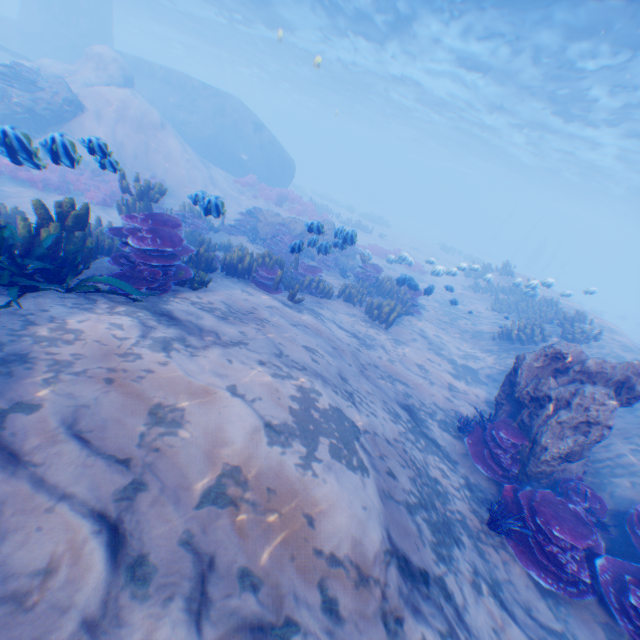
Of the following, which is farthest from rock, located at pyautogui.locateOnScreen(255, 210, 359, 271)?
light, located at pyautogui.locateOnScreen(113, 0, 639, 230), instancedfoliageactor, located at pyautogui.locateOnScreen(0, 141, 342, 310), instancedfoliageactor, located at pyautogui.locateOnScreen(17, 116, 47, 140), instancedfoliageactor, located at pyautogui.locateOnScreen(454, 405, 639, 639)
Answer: light, located at pyautogui.locateOnScreen(113, 0, 639, 230)

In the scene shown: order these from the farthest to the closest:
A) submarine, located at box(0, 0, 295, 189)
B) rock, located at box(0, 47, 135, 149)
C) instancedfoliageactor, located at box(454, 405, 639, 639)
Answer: submarine, located at box(0, 0, 295, 189), rock, located at box(0, 47, 135, 149), instancedfoliageactor, located at box(454, 405, 639, 639)

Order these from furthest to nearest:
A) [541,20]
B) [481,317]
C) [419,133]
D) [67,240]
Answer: [419,133], [481,317], [541,20], [67,240]

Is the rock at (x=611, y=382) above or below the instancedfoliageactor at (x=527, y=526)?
above

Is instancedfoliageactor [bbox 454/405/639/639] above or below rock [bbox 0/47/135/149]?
below

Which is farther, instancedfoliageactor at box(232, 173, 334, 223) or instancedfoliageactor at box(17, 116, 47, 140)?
instancedfoliageactor at box(232, 173, 334, 223)

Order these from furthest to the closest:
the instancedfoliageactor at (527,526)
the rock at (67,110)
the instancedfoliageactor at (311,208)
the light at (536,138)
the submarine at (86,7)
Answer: the submarine at (86,7)
the instancedfoliageactor at (311,208)
the light at (536,138)
the rock at (67,110)
the instancedfoliageactor at (527,526)

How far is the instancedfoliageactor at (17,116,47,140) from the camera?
5.1 meters
